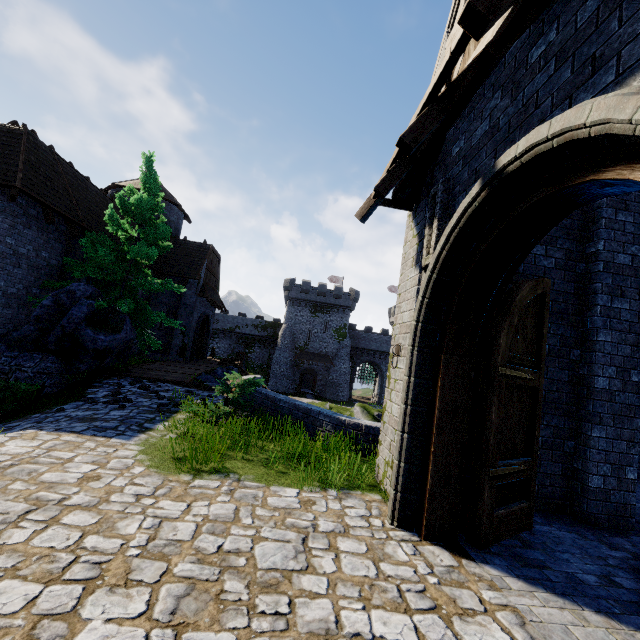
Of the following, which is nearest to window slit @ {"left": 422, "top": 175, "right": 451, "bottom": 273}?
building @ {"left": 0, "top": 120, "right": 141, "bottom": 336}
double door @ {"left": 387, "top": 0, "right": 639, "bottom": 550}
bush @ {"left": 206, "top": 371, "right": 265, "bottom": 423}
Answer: double door @ {"left": 387, "top": 0, "right": 639, "bottom": 550}

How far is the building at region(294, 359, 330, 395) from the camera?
48.3 meters

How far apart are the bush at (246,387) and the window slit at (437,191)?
5.1 meters

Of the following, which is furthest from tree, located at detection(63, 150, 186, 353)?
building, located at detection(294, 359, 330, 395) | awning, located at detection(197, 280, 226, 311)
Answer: building, located at detection(294, 359, 330, 395)

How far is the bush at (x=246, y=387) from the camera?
7.7 meters

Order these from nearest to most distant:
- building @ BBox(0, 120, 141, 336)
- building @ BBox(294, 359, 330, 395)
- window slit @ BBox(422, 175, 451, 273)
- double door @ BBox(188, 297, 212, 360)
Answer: window slit @ BBox(422, 175, 451, 273) < building @ BBox(0, 120, 141, 336) < double door @ BBox(188, 297, 212, 360) < building @ BBox(294, 359, 330, 395)

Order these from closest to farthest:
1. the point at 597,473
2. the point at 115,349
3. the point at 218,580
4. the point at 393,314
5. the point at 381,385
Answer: the point at 218,580 → the point at 597,473 → the point at 115,349 → the point at 381,385 → the point at 393,314

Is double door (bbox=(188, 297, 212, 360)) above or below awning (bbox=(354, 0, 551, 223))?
below
